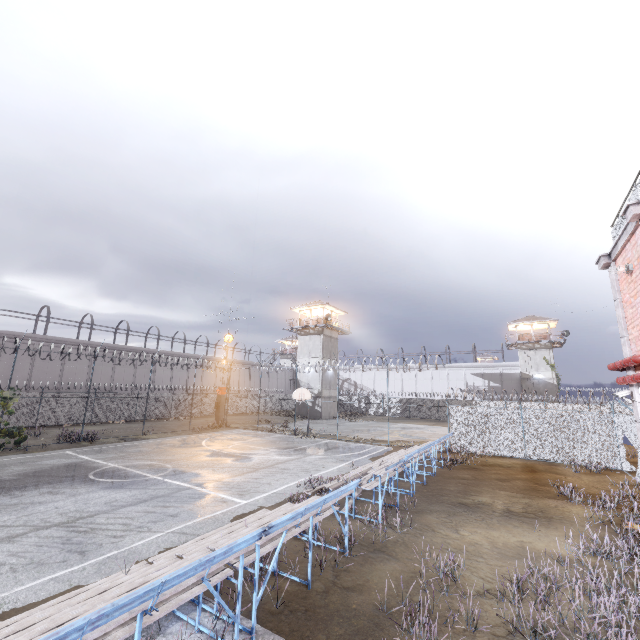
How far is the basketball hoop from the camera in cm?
2439

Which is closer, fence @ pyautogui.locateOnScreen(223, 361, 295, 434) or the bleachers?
the bleachers

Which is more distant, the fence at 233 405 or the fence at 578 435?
the fence at 233 405

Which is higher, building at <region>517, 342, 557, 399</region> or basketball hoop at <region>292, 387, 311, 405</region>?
building at <region>517, 342, 557, 399</region>

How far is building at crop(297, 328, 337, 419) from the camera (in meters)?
40.69

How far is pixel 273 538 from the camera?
5.9m

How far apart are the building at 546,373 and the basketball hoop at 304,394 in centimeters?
3542cm

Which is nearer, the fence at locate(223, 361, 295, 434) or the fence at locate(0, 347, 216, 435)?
the fence at locate(0, 347, 216, 435)
